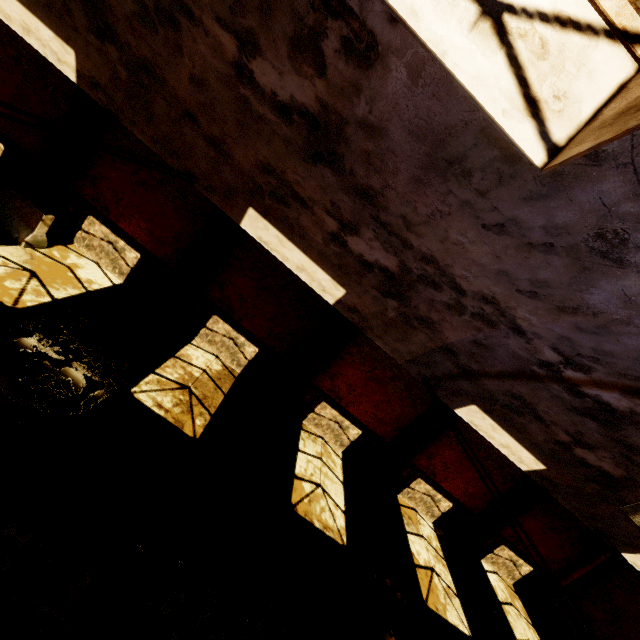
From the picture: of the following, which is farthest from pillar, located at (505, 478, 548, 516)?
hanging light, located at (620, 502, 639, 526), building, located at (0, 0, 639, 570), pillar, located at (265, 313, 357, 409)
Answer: hanging light, located at (620, 502, 639, 526)

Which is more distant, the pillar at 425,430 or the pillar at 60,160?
the pillar at 425,430

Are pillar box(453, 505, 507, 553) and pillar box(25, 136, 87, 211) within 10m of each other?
no

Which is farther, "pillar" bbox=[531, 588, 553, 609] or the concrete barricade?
"pillar" bbox=[531, 588, 553, 609]

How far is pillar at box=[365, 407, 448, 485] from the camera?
11.7m

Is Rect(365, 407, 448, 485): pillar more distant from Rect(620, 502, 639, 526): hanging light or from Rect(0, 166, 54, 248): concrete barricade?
Rect(0, 166, 54, 248): concrete barricade

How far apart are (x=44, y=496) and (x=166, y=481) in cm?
202

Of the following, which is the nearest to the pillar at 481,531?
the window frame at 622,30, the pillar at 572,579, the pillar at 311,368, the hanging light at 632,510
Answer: the pillar at 572,579
